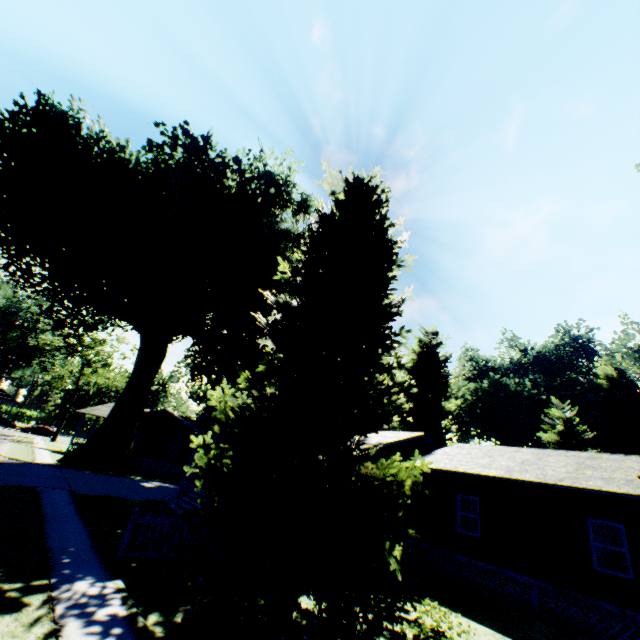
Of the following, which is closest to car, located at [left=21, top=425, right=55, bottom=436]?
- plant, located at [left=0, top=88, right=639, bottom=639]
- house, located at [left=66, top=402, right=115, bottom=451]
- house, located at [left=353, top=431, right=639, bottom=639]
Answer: house, located at [left=66, top=402, right=115, bottom=451]

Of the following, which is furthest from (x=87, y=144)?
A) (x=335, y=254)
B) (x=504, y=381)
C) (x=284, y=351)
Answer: (x=504, y=381)

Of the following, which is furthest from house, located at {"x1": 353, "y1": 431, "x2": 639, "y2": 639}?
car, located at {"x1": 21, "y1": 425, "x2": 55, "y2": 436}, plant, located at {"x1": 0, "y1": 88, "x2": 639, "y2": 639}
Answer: car, located at {"x1": 21, "y1": 425, "x2": 55, "y2": 436}

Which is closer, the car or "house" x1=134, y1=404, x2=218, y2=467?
"house" x1=134, y1=404, x2=218, y2=467

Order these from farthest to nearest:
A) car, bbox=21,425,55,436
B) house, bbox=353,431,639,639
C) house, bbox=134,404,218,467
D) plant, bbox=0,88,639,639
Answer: car, bbox=21,425,55,436, house, bbox=134,404,218,467, house, bbox=353,431,639,639, plant, bbox=0,88,639,639

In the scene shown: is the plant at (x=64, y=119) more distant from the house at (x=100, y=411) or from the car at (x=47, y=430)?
the car at (x=47, y=430)

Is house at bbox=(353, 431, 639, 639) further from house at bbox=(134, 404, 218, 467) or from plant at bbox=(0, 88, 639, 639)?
house at bbox=(134, 404, 218, 467)

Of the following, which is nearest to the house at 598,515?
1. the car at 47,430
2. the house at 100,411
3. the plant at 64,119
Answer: the plant at 64,119
